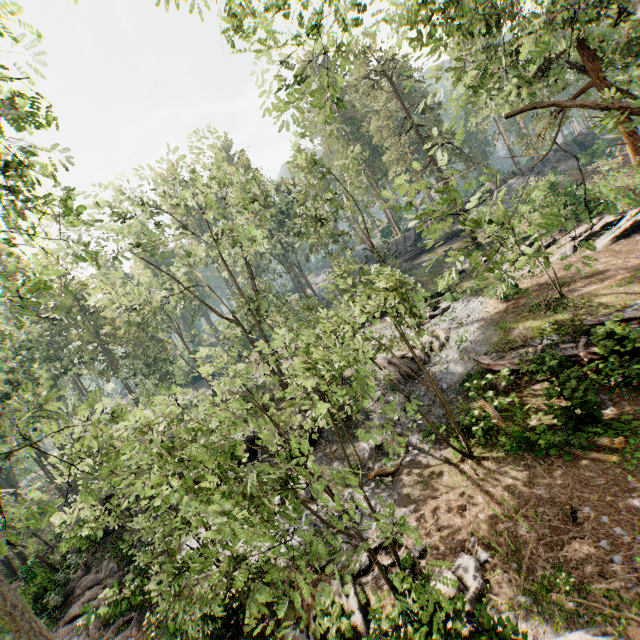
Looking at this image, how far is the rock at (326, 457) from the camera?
16.00m

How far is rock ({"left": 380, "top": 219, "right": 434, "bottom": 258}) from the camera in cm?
4509

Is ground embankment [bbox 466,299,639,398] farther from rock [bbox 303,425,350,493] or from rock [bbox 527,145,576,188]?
rock [bbox 527,145,576,188]

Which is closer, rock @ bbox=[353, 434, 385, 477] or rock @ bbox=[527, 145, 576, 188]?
rock @ bbox=[353, 434, 385, 477]

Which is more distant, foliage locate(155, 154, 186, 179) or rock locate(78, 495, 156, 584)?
foliage locate(155, 154, 186, 179)

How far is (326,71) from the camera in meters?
9.2 m

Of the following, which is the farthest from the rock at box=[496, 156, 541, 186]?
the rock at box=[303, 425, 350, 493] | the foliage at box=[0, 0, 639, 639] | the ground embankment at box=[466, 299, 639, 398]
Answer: the ground embankment at box=[466, 299, 639, 398]

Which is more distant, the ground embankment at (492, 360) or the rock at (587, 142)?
the rock at (587, 142)
